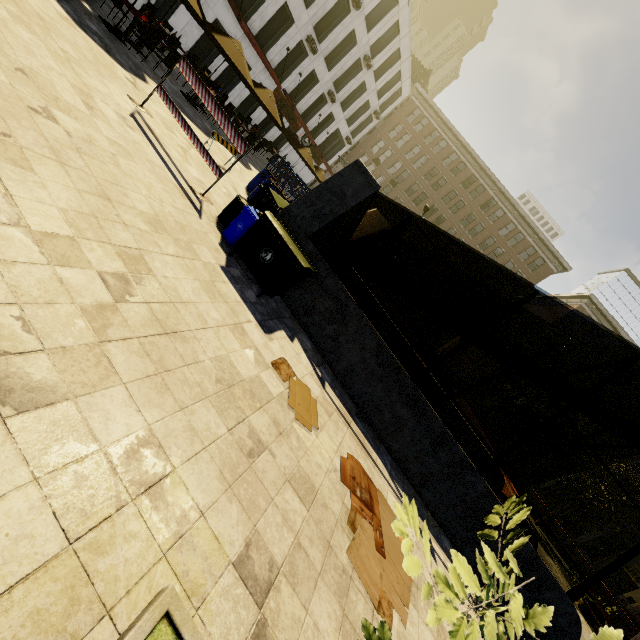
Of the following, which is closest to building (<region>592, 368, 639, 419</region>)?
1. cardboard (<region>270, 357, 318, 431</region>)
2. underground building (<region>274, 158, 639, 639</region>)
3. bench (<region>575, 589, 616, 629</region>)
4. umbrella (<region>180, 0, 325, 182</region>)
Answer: bench (<region>575, 589, 616, 629</region>)

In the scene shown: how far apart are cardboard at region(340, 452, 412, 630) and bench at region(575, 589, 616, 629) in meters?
17.4 m

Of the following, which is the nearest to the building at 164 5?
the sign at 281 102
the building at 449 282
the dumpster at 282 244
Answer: the sign at 281 102

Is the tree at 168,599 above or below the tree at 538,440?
below

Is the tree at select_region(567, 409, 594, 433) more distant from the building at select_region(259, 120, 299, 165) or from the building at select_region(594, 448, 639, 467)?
the building at select_region(259, 120, 299, 165)

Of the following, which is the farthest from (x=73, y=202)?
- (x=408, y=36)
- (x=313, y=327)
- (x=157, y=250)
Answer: (x=408, y=36)

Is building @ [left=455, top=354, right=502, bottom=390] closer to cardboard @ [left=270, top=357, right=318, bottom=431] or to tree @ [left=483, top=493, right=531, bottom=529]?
tree @ [left=483, top=493, right=531, bottom=529]

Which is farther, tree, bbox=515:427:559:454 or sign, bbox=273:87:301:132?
sign, bbox=273:87:301:132
